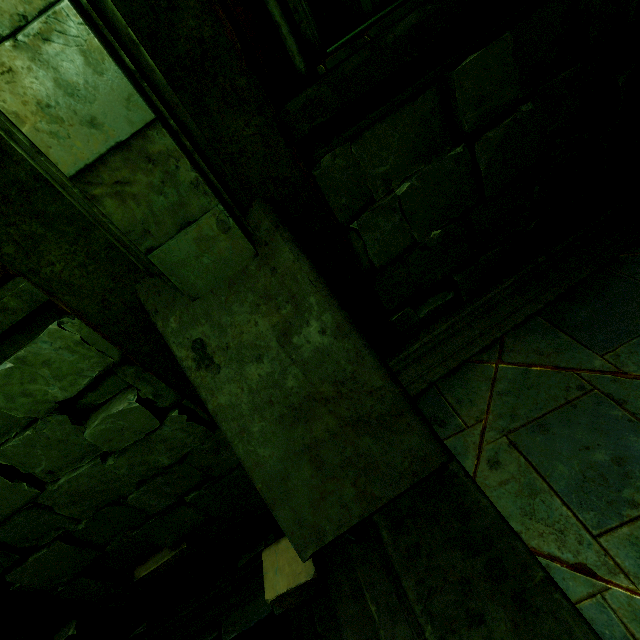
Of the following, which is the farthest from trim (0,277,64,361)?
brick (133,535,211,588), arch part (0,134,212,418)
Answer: brick (133,535,211,588)

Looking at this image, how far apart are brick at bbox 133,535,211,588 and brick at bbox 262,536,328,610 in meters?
0.8

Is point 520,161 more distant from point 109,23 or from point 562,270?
point 109,23

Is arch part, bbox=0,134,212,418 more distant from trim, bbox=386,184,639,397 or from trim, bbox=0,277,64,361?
trim, bbox=386,184,639,397

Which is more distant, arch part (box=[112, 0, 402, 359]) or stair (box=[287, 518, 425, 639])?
stair (box=[287, 518, 425, 639])

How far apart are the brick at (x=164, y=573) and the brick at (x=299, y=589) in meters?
0.8 m

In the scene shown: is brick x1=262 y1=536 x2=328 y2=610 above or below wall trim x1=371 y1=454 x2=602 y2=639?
below

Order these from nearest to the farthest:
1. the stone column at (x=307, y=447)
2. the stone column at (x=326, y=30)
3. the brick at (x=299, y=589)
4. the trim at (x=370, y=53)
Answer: the stone column at (x=307, y=447), the trim at (x=370, y=53), the brick at (x=299, y=589), the stone column at (x=326, y=30)
